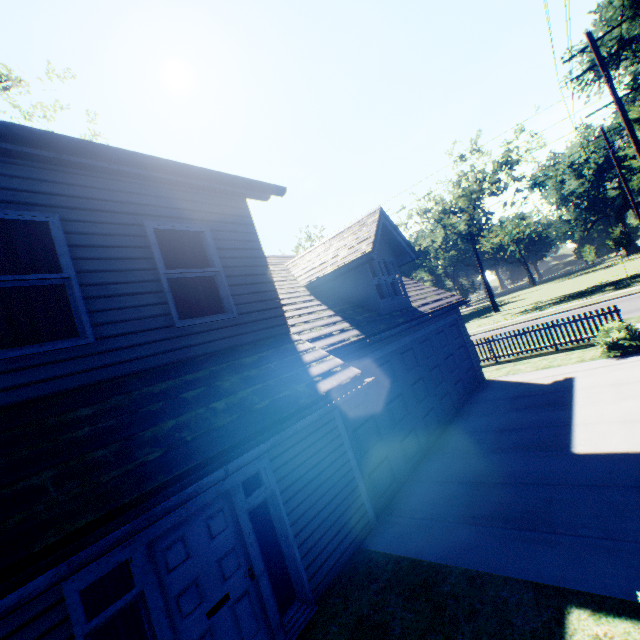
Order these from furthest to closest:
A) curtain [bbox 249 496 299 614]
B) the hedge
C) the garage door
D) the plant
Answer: the plant < the hedge < the garage door < curtain [bbox 249 496 299 614]

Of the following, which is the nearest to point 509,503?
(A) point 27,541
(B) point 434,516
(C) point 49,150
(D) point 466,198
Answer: (B) point 434,516

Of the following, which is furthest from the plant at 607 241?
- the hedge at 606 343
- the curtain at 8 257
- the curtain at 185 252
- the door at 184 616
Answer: the curtain at 8 257

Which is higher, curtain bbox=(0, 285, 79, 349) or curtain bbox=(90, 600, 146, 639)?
curtain bbox=(0, 285, 79, 349)

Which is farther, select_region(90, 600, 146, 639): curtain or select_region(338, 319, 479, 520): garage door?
select_region(338, 319, 479, 520): garage door

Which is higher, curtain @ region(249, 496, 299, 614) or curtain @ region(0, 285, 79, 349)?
curtain @ region(0, 285, 79, 349)

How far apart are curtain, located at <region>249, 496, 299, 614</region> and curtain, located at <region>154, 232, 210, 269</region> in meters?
3.0

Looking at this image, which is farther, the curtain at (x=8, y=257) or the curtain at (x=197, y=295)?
the curtain at (x=197, y=295)
